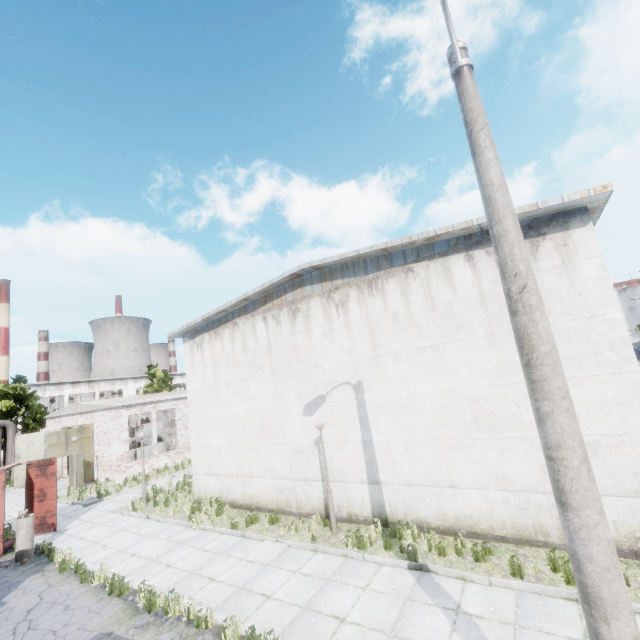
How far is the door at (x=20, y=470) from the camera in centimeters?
2416cm

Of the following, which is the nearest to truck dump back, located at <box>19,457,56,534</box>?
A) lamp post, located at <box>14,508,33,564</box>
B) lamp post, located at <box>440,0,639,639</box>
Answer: lamp post, located at <box>14,508,33,564</box>

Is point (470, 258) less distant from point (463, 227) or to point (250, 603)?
point (463, 227)

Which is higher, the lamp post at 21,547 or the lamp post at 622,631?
the lamp post at 622,631

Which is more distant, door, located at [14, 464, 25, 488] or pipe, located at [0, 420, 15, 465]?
pipe, located at [0, 420, 15, 465]

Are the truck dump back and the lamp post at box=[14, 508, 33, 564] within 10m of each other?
yes

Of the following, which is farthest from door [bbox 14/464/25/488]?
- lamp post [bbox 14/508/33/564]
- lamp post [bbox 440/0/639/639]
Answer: lamp post [bbox 440/0/639/639]

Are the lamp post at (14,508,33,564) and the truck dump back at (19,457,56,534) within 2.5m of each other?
yes
